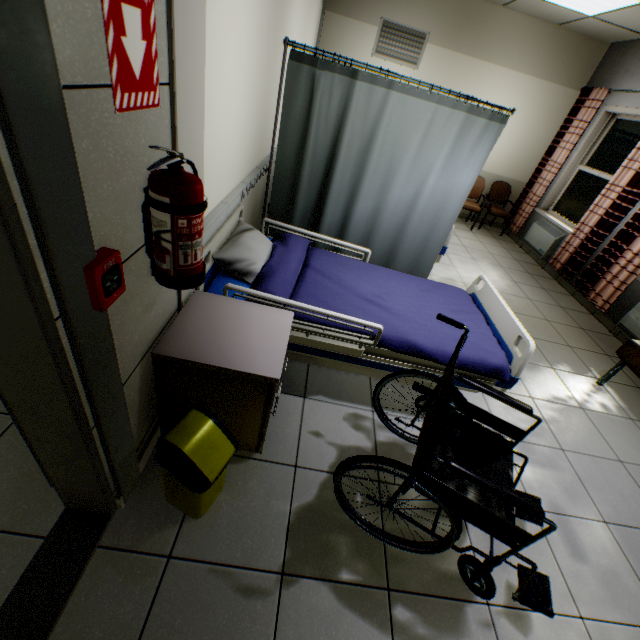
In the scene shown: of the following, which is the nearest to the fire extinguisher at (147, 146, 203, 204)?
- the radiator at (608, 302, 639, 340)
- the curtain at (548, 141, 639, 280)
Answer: the radiator at (608, 302, 639, 340)

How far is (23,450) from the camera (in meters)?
1.58

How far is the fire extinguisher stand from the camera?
1.05m

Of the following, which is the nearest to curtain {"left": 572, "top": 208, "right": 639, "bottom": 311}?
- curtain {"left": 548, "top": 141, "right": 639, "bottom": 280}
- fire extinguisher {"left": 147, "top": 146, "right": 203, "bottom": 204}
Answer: curtain {"left": 548, "top": 141, "right": 639, "bottom": 280}

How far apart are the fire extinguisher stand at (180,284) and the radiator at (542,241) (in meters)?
6.26

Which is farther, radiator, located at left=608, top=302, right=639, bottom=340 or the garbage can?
radiator, located at left=608, top=302, right=639, bottom=340

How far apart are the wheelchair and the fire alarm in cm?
104

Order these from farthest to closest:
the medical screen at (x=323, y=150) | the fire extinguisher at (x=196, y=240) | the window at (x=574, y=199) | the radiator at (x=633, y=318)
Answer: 1. the window at (x=574, y=199)
2. the radiator at (x=633, y=318)
3. the medical screen at (x=323, y=150)
4. the fire extinguisher at (x=196, y=240)
